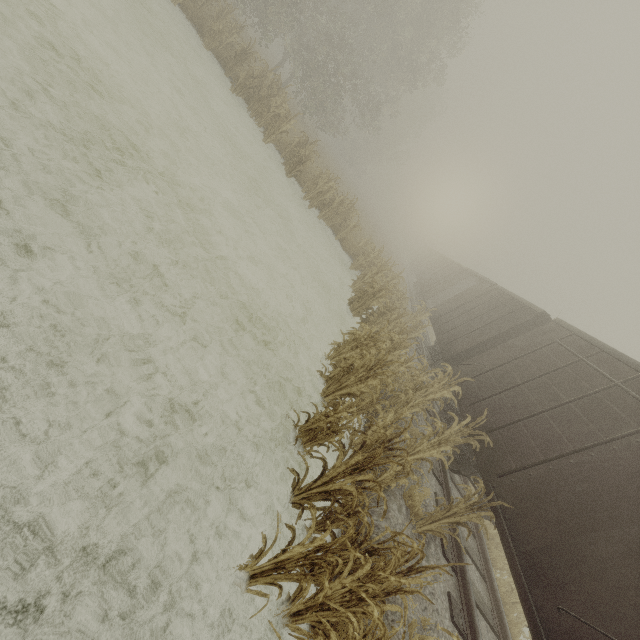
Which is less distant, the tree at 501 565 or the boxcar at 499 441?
the tree at 501 565

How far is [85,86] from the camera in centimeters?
586cm

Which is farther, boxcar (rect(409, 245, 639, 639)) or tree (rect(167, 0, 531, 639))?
boxcar (rect(409, 245, 639, 639))
